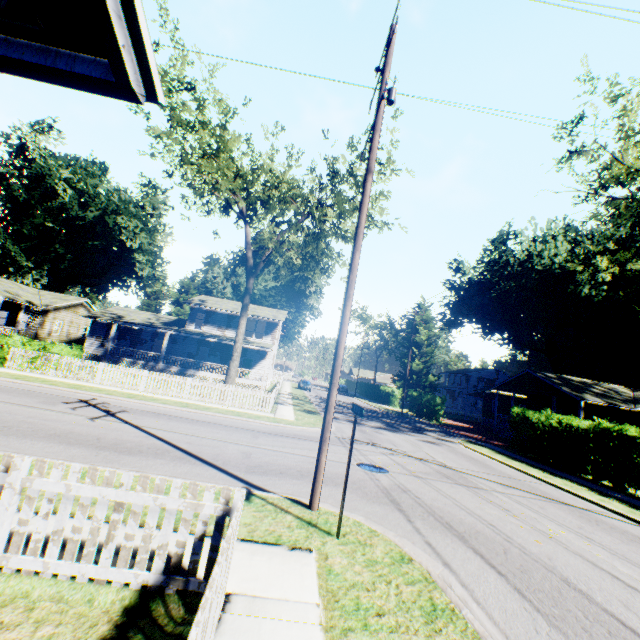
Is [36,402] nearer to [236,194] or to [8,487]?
[8,487]

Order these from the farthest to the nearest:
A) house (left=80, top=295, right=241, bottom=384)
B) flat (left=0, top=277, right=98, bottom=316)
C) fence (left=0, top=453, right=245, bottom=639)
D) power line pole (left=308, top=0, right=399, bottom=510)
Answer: house (left=80, top=295, right=241, bottom=384) < flat (left=0, top=277, right=98, bottom=316) < power line pole (left=308, top=0, right=399, bottom=510) < fence (left=0, top=453, right=245, bottom=639)

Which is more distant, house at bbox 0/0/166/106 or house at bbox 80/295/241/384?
house at bbox 80/295/241/384

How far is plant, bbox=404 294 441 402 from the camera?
50.2m

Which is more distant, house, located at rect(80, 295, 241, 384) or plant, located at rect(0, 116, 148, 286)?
plant, located at rect(0, 116, 148, 286)

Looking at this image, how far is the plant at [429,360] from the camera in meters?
50.2

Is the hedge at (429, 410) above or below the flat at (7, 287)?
below

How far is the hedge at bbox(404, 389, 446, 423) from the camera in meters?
33.6
